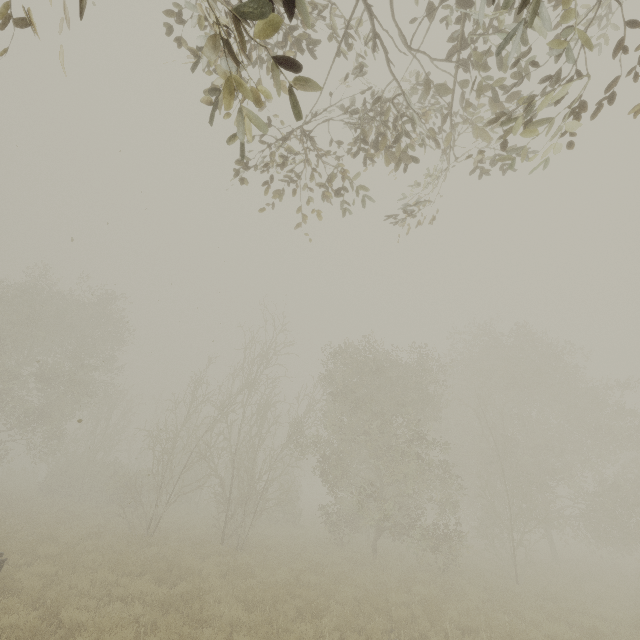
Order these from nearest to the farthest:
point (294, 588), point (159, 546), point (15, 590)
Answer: point (15, 590) → point (294, 588) → point (159, 546)
